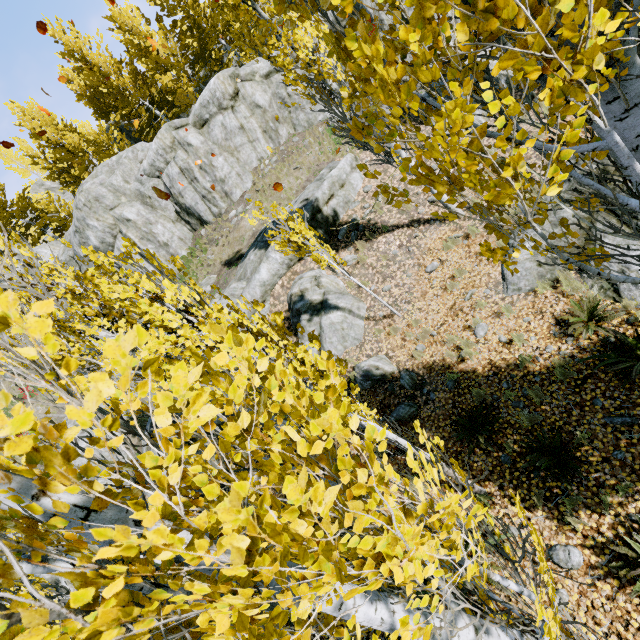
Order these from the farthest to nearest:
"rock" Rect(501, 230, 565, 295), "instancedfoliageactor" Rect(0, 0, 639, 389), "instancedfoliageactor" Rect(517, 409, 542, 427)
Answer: "rock" Rect(501, 230, 565, 295)
"instancedfoliageactor" Rect(517, 409, 542, 427)
"instancedfoliageactor" Rect(0, 0, 639, 389)

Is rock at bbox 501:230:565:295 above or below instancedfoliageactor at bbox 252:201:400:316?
below

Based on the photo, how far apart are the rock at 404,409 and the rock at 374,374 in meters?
0.8 m

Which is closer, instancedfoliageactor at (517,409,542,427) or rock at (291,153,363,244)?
instancedfoliageactor at (517,409,542,427)

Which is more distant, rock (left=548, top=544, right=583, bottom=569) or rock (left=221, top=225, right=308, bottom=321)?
rock (left=221, top=225, right=308, bottom=321)

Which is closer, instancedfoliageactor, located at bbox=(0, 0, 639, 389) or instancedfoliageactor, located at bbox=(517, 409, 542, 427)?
instancedfoliageactor, located at bbox=(0, 0, 639, 389)

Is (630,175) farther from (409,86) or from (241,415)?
(241,415)

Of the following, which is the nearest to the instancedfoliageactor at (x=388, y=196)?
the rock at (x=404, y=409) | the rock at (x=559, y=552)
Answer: the rock at (x=559, y=552)
